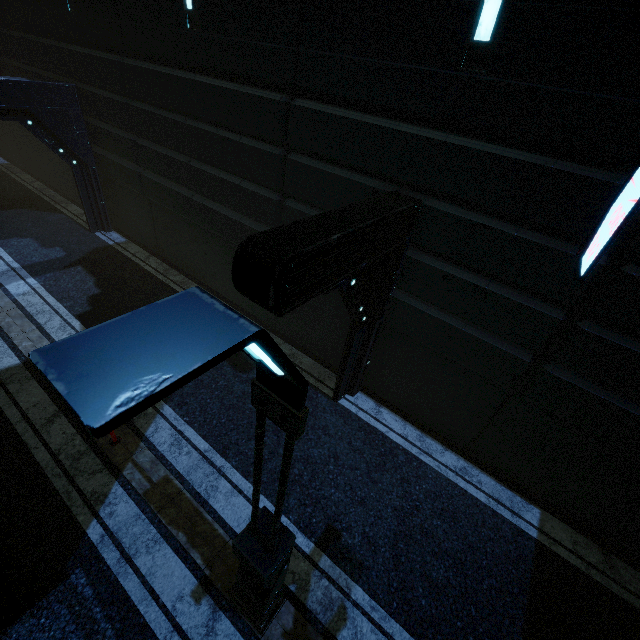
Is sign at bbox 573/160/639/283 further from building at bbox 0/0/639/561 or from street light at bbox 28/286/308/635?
street light at bbox 28/286/308/635

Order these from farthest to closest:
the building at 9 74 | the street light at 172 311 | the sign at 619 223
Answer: the building at 9 74 < the sign at 619 223 < the street light at 172 311

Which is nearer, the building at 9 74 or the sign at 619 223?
the sign at 619 223

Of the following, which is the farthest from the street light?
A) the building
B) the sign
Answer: the sign

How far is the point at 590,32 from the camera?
3.7 meters

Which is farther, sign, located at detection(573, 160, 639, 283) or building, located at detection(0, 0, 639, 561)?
building, located at detection(0, 0, 639, 561)

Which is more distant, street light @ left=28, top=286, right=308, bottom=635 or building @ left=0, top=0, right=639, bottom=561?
building @ left=0, top=0, right=639, bottom=561
